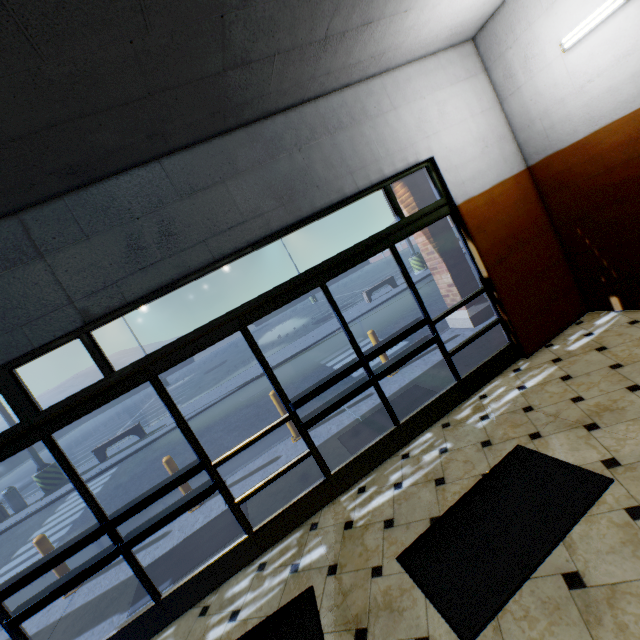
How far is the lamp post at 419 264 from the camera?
16.3m

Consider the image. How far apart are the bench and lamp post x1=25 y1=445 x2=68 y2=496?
1.27m

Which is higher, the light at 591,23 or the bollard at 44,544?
the light at 591,23

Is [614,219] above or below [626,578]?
above

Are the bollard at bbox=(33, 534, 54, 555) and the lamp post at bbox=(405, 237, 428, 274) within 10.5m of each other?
no

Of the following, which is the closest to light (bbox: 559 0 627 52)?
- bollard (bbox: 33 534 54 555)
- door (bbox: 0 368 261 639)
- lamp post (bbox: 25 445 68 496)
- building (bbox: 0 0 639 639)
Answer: building (bbox: 0 0 639 639)

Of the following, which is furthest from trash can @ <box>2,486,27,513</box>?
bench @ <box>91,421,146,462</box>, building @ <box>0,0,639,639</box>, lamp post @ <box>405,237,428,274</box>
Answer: lamp post @ <box>405,237,428,274</box>

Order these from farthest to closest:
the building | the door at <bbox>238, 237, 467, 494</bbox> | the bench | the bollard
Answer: the bench → the bollard → the door at <bbox>238, 237, 467, 494</bbox> → the building
